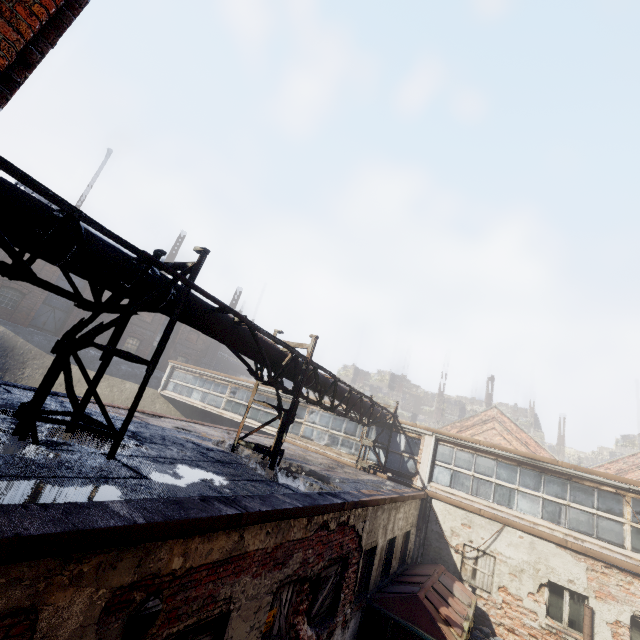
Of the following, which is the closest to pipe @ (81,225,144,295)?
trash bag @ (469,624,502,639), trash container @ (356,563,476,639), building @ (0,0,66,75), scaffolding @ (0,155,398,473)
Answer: scaffolding @ (0,155,398,473)

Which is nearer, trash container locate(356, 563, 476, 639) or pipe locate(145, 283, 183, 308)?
pipe locate(145, 283, 183, 308)

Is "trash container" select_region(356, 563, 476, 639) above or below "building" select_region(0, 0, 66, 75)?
below

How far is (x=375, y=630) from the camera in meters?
7.6

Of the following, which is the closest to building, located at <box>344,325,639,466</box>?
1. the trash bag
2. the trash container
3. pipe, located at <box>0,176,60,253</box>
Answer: pipe, located at <box>0,176,60,253</box>

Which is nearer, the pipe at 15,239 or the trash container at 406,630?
the pipe at 15,239

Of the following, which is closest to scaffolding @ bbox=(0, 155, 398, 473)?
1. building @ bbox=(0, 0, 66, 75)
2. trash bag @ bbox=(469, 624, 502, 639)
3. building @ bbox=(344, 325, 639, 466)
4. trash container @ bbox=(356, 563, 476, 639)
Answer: building @ bbox=(0, 0, 66, 75)

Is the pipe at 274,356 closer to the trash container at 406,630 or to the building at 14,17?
the building at 14,17
